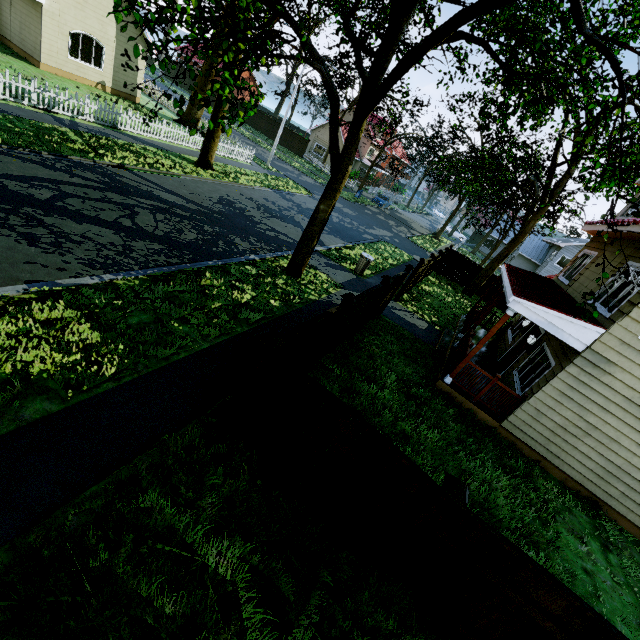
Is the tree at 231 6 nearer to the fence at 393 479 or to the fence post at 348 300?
the fence at 393 479

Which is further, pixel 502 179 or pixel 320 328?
pixel 502 179

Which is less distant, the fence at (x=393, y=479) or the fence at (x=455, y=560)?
the fence at (x=455, y=560)

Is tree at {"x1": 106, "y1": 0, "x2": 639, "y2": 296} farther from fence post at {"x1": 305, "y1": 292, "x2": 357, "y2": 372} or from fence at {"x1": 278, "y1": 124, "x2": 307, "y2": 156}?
fence post at {"x1": 305, "y1": 292, "x2": 357, "y2": 372}

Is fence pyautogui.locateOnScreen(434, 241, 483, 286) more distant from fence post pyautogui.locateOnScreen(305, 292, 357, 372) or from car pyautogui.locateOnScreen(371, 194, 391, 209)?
car pyautogui.locateOnScreen(371, 194, 391, 209)

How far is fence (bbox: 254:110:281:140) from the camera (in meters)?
43.94
